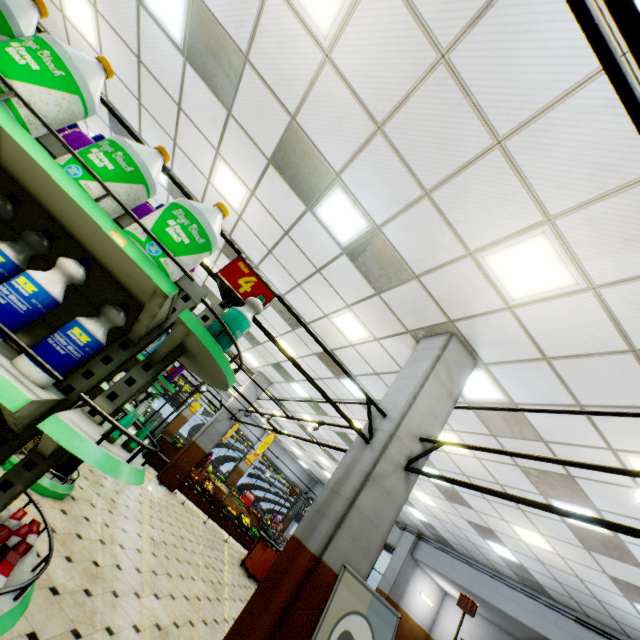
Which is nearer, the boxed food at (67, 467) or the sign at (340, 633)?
the sign at (340, 633)

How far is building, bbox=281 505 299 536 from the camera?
21.5m

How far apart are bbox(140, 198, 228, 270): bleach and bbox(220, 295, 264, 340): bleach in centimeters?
32cm

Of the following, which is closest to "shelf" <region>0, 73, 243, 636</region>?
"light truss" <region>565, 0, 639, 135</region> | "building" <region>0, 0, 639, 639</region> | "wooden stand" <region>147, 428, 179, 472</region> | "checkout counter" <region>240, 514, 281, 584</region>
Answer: "building" <region>0, 0, 639, 639</region>

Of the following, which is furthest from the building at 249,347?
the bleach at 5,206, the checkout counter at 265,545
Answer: the bleach at 5,206

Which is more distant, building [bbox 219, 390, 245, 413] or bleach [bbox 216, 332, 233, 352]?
building [bbox 219, 390, 245, 413]

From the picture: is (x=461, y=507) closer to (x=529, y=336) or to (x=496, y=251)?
(x=529, y=336)

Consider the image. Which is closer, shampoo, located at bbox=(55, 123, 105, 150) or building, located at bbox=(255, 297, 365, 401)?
shampoo, located at bbox=(55, 123, 105, 150)
